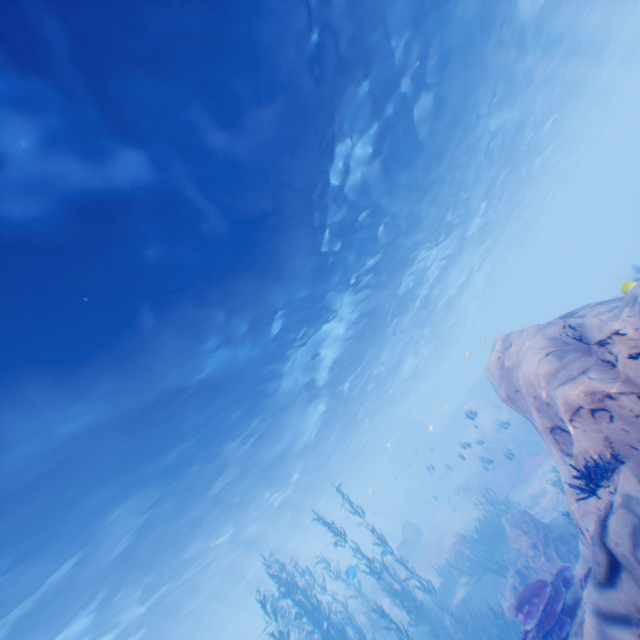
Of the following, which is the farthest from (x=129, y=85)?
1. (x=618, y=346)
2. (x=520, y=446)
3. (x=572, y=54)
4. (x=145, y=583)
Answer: (x=572, y=54)

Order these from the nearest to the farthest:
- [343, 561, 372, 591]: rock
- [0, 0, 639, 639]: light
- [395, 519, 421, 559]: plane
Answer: [0, 0, 639, 639]: light < [343, 561, 372, 591]: rock < [395, 519, 421, 559]: plane

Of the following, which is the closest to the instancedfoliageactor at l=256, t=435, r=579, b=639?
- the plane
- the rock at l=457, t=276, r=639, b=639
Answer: the rock at l=457, t=276, r=639, b=639

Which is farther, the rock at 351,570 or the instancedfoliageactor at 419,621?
the rock at 351,570

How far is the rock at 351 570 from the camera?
11.14m

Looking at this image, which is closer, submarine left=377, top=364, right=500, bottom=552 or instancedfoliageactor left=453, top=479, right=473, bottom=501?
instancedfoliageactor left=453, top=479, right=473, bottom=501

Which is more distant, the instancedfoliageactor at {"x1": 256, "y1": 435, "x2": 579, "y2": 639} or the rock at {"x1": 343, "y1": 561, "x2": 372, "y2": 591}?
the rock at {"x1": 343, "y1": 561, "x2": 372, "y2": 591}
